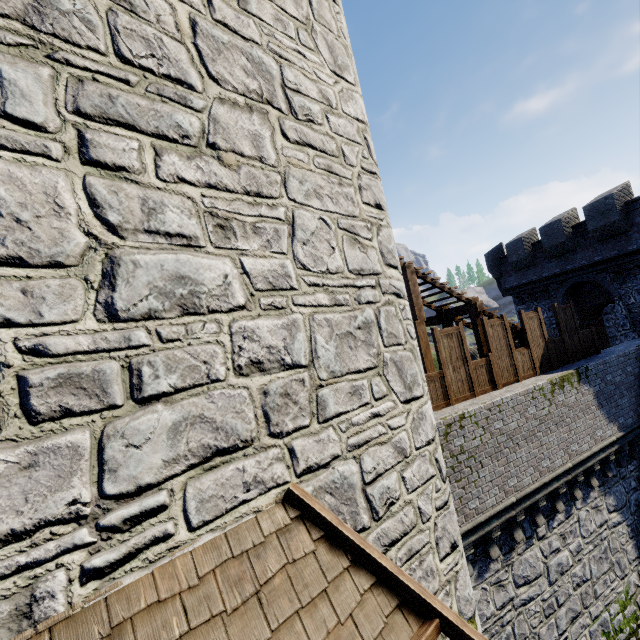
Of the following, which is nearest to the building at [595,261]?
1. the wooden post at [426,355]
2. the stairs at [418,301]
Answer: the stairs at [418,301]

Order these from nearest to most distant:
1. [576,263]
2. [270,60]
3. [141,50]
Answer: [141,50]
[270,60]
[576,263]

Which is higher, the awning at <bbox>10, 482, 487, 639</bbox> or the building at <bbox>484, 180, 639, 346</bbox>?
the building at <bbox>484, 180, 639, 346</bbox>

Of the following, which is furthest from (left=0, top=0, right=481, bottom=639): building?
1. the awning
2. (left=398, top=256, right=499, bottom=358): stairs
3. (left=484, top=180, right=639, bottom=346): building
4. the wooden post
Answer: (left=484, top=180, right=639, bottom=346): building

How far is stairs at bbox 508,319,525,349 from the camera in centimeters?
1140cm

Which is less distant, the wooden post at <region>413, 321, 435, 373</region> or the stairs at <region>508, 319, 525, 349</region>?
the wooden post at <region>413, 321, 435, 373</region>

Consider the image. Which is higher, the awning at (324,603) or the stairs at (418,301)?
the stairs at (418,301)

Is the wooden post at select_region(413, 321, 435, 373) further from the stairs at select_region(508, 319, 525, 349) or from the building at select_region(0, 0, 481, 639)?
the building at select_region(0, 0, 481, 639)
